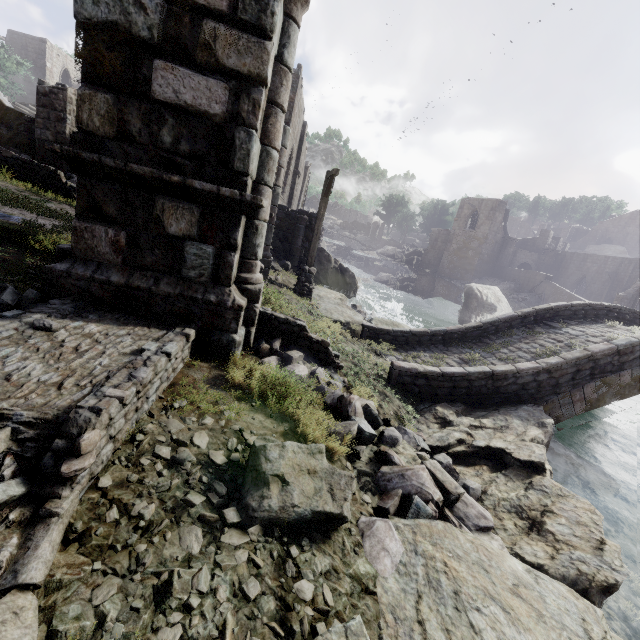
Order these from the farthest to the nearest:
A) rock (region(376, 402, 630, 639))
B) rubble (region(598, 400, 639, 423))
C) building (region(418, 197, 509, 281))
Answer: building (region(418, 197, 509, 281)) < rubble (region(598, 400, 639, 423)) < rock (region(376, 402, 630, 639))

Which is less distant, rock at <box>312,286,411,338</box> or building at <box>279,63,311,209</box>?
rock at <box>312,286,411,338</box>

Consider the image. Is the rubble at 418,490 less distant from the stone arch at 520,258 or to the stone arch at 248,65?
the stone arch at 248,65

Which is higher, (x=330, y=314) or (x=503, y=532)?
(x=330, y=314)

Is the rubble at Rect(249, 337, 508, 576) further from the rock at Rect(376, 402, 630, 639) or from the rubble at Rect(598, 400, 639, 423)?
the rubble at Rect(598, 400, 639, 423)

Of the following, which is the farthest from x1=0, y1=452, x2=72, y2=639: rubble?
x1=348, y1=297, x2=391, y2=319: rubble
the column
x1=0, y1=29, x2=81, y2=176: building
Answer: the column

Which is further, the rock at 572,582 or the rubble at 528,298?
the rubble at 528,298

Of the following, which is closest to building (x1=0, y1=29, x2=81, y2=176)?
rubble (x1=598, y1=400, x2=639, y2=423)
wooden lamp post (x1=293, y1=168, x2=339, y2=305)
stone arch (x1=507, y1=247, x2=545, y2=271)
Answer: stone arch (x1=507, y1=247, x2=545, y2=271)
